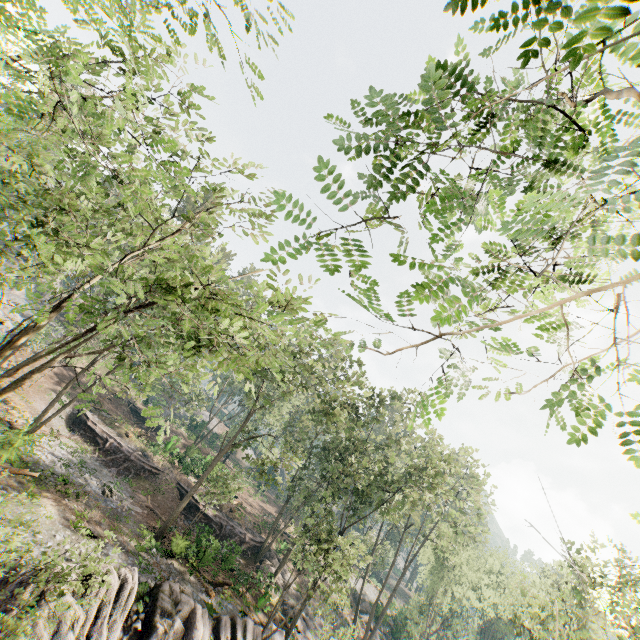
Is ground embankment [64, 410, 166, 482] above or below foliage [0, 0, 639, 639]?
below

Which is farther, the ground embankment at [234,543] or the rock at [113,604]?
the ground embankment at [234,543]

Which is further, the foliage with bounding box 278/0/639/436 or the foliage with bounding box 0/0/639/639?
the foliage with bounding box 0/0/639/639

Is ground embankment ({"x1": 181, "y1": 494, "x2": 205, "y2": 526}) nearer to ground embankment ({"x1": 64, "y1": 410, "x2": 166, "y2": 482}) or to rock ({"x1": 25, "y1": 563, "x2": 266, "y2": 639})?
ground embankment ({"x1": 64, "y1": 410, "x2": 166, "y2": 482})

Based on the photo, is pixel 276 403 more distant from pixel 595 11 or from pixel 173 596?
pixel 595 11

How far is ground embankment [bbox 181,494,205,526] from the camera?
30.8m

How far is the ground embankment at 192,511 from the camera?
30.8m
